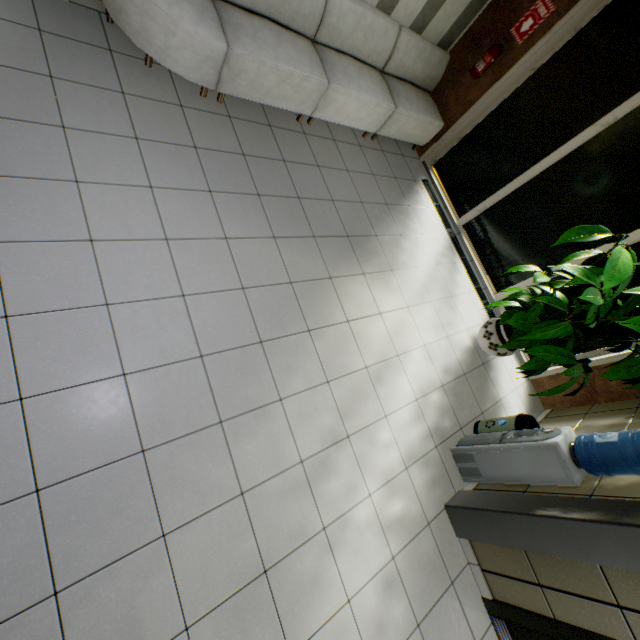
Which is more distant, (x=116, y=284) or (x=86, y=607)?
(x=116, y=284)

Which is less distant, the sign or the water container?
the water container

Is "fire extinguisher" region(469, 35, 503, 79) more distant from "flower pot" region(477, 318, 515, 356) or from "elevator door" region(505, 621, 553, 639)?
"elevator door" region(505, 621, 553, 639)

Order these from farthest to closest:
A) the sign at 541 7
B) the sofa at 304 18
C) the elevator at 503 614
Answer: the sign at 541 7
the sofa at 304 18
the elevator at 503 614

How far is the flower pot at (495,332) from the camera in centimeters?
408cm

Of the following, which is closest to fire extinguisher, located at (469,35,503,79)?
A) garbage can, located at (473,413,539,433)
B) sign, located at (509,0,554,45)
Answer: sign, located at (509,0,554,45)

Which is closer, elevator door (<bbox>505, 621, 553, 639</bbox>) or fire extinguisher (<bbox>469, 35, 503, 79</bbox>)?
elevator door (<bbox>505, 621, 553, 639</bbox>)

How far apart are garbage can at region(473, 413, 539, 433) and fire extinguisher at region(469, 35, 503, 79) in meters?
4.6
